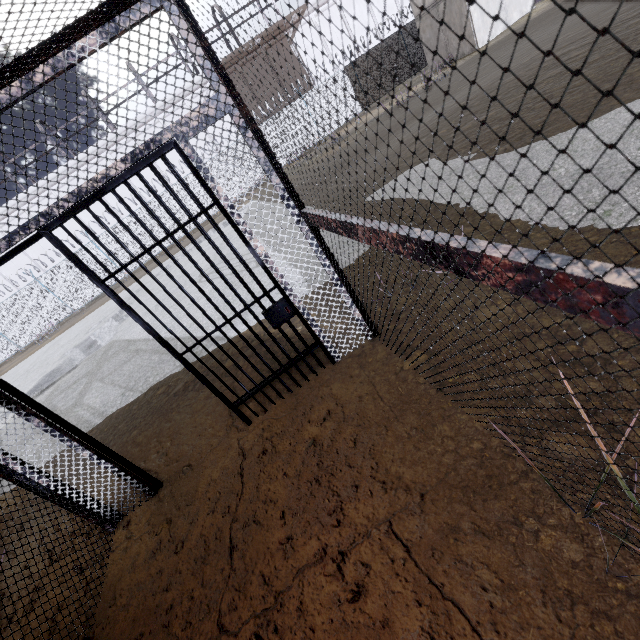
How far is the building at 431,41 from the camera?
18.41m

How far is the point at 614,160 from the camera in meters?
3.2

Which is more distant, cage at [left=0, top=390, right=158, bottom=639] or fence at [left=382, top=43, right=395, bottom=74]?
fence at [left=382, top=43, right=395, bottom=74]

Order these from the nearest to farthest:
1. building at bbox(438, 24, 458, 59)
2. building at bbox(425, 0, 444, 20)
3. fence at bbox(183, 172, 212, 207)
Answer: building at bbox(425, 0, 444, 20) → building at bbox(438, 24, 458, 59) → fence at bbox(183, 172, 212, 207)

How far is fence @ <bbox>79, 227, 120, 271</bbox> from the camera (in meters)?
19.67

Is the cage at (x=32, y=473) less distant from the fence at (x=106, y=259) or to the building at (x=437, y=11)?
the fence at (x=106, y=259)

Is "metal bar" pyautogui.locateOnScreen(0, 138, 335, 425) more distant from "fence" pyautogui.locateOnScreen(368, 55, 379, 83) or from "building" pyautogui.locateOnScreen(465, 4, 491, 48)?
"building" pyautogui.locateOnScreen(465, 4, 491, 48)
